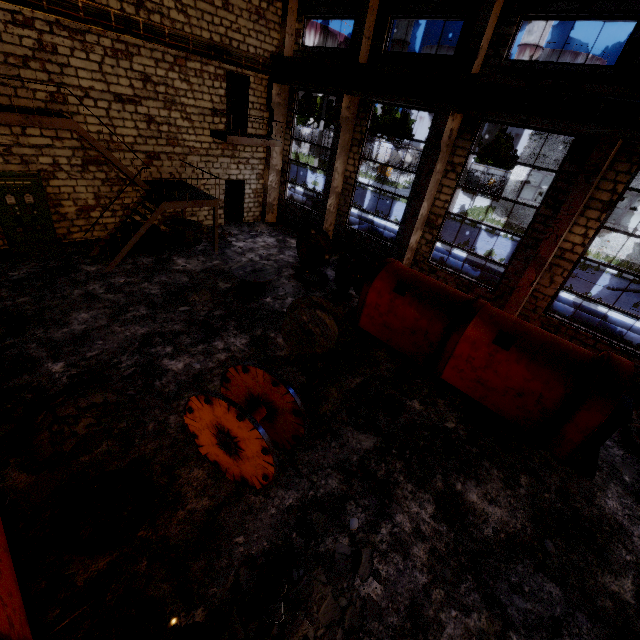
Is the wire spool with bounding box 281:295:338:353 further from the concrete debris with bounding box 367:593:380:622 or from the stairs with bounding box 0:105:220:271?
the stairs with bounding box 0:105:220:271

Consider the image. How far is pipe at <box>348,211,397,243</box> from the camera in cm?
1767

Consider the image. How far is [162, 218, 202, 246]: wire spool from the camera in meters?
13.4 m

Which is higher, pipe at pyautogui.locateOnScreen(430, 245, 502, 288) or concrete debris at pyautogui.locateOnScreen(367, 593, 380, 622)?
pipe at pyautogui.locateOnScreen(430, 245, 502, 288)

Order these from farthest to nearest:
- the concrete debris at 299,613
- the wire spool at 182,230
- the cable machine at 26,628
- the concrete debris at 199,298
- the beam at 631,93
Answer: the wire spool at 182,230, the concrete debris at 199,298, the beam at 631,93, the concrete debris at 299,613, the cable machine at 26,628

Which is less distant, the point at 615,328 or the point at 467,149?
the point at 467,149

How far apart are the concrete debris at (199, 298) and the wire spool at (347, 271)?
3.8m

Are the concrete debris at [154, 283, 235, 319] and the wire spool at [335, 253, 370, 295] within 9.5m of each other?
yes
